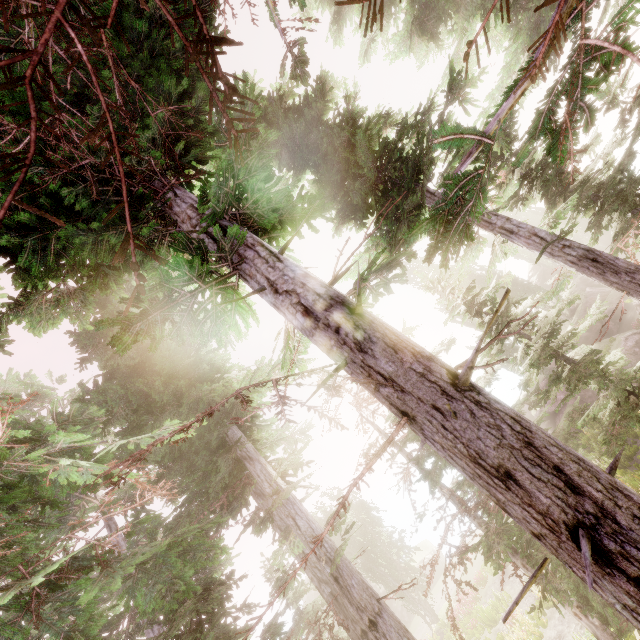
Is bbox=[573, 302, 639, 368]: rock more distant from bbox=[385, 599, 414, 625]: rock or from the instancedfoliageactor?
bbox=[385, 599, 414, 625]: rock

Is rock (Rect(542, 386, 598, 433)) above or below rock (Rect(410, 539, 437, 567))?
below

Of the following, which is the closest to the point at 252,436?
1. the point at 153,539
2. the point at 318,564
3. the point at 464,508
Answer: the point at 153,539

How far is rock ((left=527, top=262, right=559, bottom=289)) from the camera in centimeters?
5012cm

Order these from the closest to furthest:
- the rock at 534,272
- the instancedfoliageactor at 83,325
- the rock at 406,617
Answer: the instancedfoliageactor at 83,325 < the rock at 406,617 < the rock at 534,272

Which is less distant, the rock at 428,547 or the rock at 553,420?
the rock at 553,420

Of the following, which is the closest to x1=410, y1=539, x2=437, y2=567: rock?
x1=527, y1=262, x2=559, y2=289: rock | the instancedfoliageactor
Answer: the instancedfoliageactor

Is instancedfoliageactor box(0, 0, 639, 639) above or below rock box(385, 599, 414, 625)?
above
